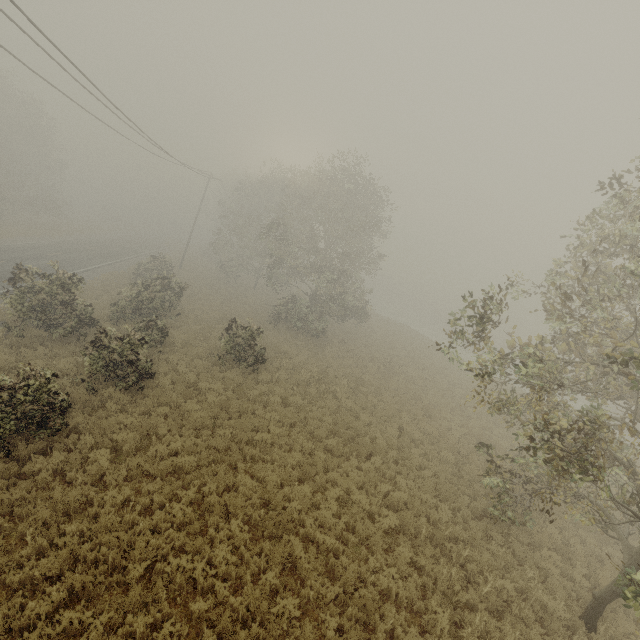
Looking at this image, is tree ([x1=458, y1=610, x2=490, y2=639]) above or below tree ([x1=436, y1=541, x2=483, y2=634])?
above

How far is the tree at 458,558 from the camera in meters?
7.7 m

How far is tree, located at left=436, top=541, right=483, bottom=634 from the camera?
7.7m

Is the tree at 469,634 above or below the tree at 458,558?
above

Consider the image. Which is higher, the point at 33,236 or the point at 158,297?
the point at 158,297
